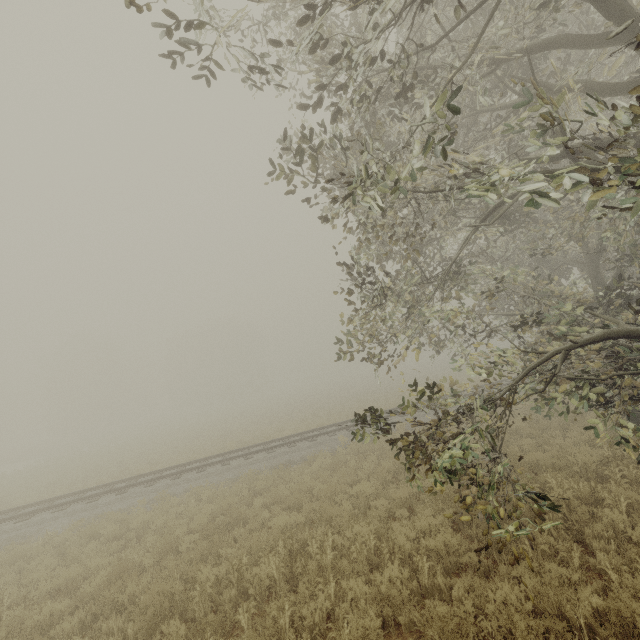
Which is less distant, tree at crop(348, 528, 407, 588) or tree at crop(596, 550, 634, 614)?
tree at crop(596, 550, 634, 614)

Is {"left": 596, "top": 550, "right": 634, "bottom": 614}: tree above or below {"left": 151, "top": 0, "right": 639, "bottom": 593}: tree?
below

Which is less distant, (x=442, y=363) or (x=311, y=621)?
(x=311, y=621)

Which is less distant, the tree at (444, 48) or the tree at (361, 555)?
the tree at (444, 48)

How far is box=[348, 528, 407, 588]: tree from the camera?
5.6 meters

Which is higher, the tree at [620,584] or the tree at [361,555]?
the tree at [361,555]
